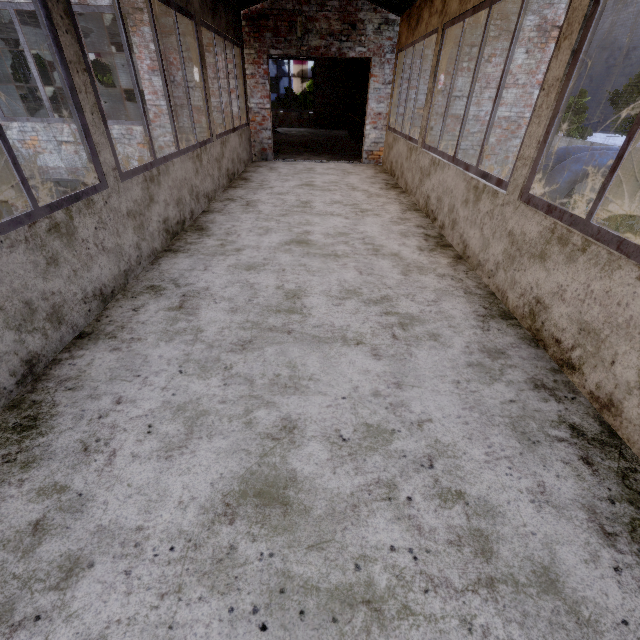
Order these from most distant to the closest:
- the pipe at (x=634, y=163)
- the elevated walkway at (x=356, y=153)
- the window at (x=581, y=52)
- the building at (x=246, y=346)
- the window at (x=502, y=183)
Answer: the elevated walkway at (x=356, y=153), the pipe at (x=634, y=163), the window at (x=502, y=183), the window at (x=581, y=52), the building at (x=246, y=346)

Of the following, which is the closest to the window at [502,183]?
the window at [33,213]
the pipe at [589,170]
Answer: the pipe at [589,170]

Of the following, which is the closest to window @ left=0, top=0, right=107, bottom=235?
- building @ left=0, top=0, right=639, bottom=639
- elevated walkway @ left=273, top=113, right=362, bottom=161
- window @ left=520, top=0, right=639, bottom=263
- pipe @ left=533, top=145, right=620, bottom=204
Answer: building @ left=0, top=0, right=639, bottom=639

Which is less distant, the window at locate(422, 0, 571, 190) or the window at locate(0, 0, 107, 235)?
the window at locate(0, 0, 107, 235)

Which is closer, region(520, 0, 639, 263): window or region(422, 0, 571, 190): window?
region(520, 0, 639, 263): window

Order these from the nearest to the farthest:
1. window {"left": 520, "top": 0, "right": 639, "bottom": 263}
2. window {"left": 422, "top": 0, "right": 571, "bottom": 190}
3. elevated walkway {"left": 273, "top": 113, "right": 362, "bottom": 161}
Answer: window {"left": 520, "top": 0, "right": 639, "bottom": 263} < window {"left": 422, "top": 0, "right": 571, "bottom": 190} < elevated walkway {"left": 273, "top": 113, "right": 362, "bottom": 161}

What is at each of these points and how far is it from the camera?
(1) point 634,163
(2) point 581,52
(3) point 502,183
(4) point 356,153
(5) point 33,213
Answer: (1) pipe, 6.6m
(2) window, 2.1m
(3) window, 3.0m
(4) elevated walkway, 10.0m
(5) window, 2.0m

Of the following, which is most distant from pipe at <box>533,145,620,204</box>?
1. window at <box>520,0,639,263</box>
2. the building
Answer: window at <box>520,0,639,263</box>
